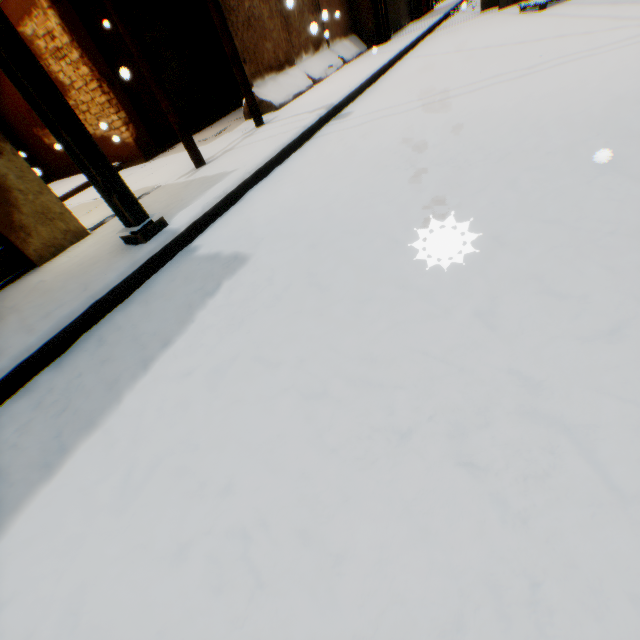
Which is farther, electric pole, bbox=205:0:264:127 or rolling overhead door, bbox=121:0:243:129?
rolling overhead door, bbox=121:0:243:129

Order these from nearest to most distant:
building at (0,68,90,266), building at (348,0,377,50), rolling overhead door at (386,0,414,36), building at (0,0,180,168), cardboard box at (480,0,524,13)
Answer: building at (0,68,90,266) < building at (0,0,180,168) < cardboard box at (480,0,524,13) < building at (348,0,377,50) < rolling overhead door at (386,0,414,36)

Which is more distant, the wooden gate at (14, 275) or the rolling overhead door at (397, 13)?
the rolling overhead door at (397, 13)

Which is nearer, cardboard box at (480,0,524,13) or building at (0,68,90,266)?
building at (0,68,90,266)

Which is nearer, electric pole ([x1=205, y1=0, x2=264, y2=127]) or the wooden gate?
the wooden gate

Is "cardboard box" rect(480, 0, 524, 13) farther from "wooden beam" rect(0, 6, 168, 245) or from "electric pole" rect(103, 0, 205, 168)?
"electric pole" rect(103, 0, 205, 168)

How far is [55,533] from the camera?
1.4 meters

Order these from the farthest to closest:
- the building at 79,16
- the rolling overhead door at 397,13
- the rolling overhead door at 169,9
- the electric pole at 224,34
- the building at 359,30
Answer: the rolling overhead door at 397,13
the building at 359,30
the rolling overhead door at 169,9
the building at 79,16
the electric pole at 224,34
